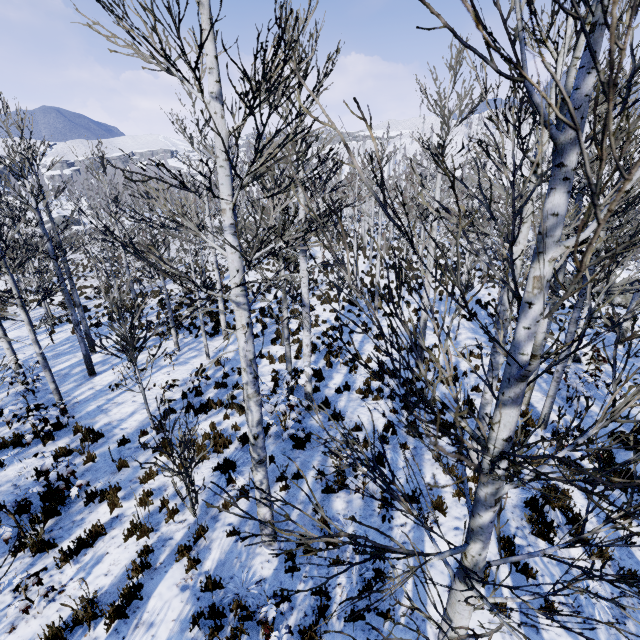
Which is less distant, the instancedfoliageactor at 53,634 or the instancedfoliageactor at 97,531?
the instancedfoliageactor at 53,634

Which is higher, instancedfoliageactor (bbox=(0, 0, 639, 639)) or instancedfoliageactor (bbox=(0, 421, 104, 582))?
instancedfoliageactor (bbox=(0, 0, 639, 639))

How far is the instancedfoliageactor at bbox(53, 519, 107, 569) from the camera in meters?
5.4

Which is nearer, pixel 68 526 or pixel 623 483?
pixel 623 483

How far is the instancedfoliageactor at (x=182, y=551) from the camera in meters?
5.3

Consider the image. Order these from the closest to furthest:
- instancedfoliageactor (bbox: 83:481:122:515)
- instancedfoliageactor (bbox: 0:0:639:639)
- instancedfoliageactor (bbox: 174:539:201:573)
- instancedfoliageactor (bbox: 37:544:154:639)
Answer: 1. instancedfoliageactor (bbox: 0:0:639:639)
2. instancedfoliageactor (bbox: 37:544:154:639)
3. instancedfoliageactor (bbox: 174:539:201:573)
4. instancedfoliageactor (bbox: 83:481:122:515)

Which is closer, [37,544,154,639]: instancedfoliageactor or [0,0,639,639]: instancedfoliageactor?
[0,0,639,639]: instancedfoliageactor
